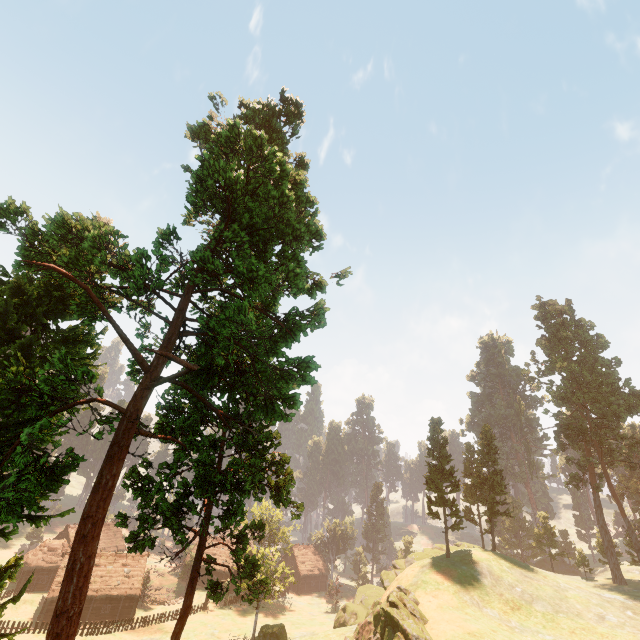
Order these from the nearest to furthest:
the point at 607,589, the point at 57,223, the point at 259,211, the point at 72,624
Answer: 1. the point at 72,624
2. the point at 57,223
3. the point at 259,211
4. the point at 607,589

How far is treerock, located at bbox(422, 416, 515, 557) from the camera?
40.56m

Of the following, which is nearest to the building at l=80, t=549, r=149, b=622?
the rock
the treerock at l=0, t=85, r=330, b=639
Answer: the treerock at l=0, t=85, r=330, b=639

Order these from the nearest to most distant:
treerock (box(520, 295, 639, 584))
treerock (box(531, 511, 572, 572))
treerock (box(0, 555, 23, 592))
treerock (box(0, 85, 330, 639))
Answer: treerock (box(0, 85, 330, 639))
treerock (box(0, 555, 23, 592))
treerock (box(520, 295, 639, 584))
treerock (box(531, 511, 572, 572))

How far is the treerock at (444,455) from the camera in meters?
40.6

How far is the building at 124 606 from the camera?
48.4 meters

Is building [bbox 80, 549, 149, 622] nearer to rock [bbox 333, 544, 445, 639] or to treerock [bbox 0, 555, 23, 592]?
treerock [bbox 0, 555, 23, 592]
